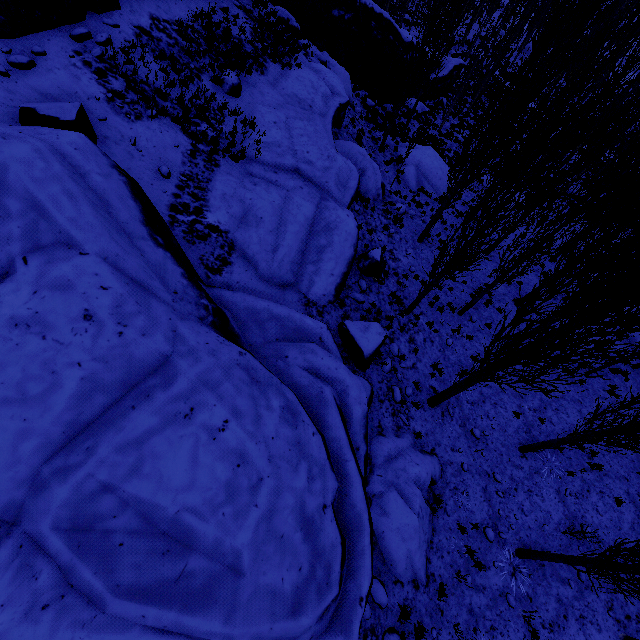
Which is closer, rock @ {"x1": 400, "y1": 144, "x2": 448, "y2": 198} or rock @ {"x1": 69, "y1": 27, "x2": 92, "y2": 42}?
rock @ {"x1": 69, "y1": 27, "x2": 92, "y2": 42}

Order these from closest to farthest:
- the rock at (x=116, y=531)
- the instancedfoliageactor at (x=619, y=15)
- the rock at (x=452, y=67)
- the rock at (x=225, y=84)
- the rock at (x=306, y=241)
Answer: the rock at (x=116, y=531), the instancedfoliageactor at (x=619, y=15), the rock at (x=306, y=241), the rock at (x=225, y=84), the rock at (x=452, y=67)

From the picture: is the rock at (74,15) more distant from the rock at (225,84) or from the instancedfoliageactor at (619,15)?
the rock at (225,84)

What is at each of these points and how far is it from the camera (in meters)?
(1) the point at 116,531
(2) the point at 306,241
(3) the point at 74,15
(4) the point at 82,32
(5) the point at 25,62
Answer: (1) rock, 4.03
(2) rock, 10.66
(3) rock, 8.92
(4) rock, 8.82
(5) rock, 7.84

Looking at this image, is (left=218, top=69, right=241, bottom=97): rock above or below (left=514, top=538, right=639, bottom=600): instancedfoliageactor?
above

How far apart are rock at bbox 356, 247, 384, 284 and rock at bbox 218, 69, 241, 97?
7.4 meters

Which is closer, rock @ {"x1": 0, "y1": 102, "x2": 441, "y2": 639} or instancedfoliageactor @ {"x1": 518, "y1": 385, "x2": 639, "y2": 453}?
rock @ {"x1": 0, "y1": 102, "x2": 441, "y2": 639}

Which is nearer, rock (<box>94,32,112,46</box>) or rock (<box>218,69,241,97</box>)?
rock (<box>94,32,112,46</box>)
